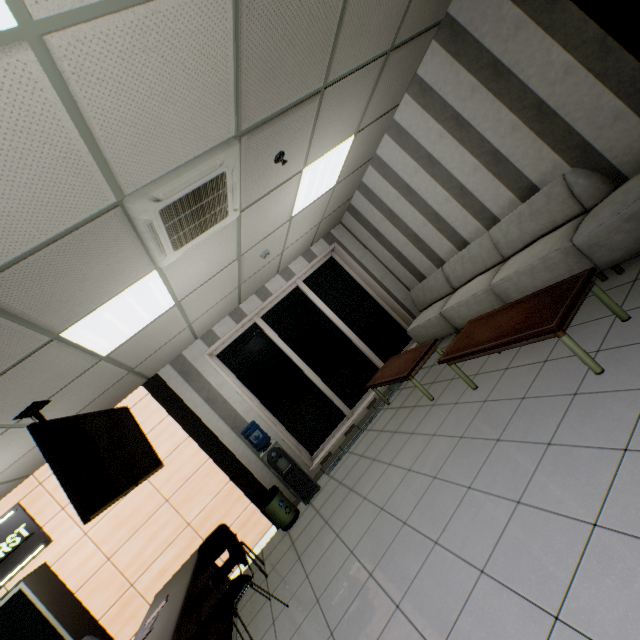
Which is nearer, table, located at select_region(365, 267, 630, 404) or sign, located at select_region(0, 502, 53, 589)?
table, located at select_region(365, 267, 630, 404)

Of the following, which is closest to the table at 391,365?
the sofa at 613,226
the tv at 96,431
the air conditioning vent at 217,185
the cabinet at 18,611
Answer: the sofa at 613,226

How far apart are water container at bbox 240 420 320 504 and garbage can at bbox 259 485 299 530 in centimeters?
13cm

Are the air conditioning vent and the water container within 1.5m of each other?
no

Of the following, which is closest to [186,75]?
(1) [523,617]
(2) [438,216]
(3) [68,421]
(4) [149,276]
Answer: (4) [149,276]

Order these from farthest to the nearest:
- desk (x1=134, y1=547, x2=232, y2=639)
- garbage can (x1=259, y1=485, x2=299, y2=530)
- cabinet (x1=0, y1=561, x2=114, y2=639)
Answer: garbage can (x1=259, y1=485, x2=299, y2=530) < cabinet (x1=0, y1=561, x2=114, y2=639) < desk (x1=134, y1=547, x2=232, y2=639)

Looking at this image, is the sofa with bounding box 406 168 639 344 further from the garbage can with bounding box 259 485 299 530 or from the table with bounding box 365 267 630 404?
the garbage can with bounding box 259 485 299 530

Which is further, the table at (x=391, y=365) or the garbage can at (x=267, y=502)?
the garbage can at (x=267, y=502)
